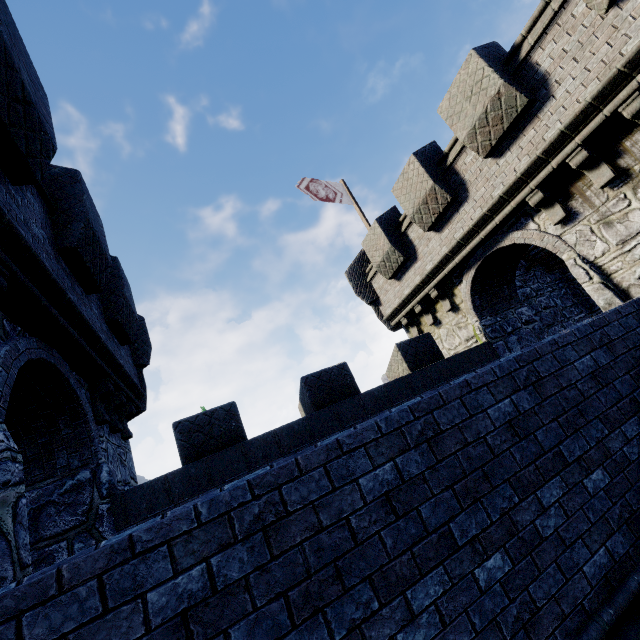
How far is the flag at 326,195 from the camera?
13.4 meters

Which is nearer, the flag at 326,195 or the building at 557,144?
the building at 557,144

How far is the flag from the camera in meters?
13.4

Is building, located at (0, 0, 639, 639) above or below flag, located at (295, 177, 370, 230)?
below

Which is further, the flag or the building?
the flag

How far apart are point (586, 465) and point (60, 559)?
7.5 meters
